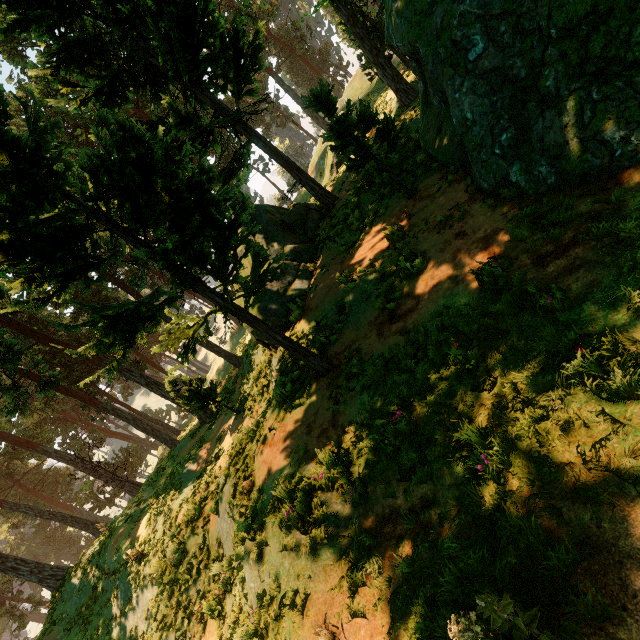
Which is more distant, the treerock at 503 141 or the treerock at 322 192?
the treerock at 322 192

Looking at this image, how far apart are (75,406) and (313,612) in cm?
7043

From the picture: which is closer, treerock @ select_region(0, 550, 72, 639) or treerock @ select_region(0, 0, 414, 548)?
treerock @ select_region(0, 0, 414, 548)

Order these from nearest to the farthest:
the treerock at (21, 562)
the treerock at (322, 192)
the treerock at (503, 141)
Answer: the treerock at (503, 141), the treerock at (322, 192), the treerock at (21, 562)

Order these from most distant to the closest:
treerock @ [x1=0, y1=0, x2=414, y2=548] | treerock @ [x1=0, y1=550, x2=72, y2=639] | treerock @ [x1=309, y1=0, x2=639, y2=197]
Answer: treerock @ [x1=0, y1=550, x2=72, y2=639], treerock @ [x1=0, y1=0, x2=414, y2=548], treerock @ [x1=309, y1=0, x2=639, y2=197]
